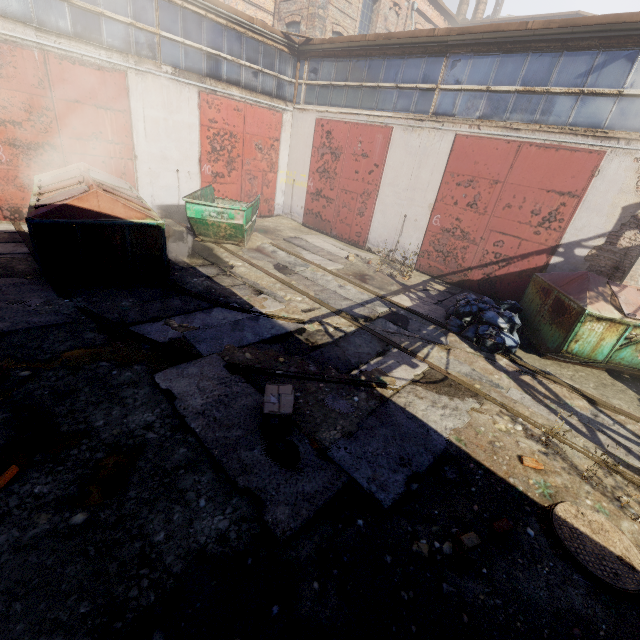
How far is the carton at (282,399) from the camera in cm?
380

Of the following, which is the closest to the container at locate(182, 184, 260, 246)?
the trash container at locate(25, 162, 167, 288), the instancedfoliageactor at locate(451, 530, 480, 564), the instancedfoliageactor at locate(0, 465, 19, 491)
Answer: the trash container at locate(25, 162, 167, 288)

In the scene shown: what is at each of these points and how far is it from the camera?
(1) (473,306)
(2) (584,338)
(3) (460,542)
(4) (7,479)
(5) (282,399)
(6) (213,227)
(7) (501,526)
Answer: (1) trash bag, 7.35m
(2) trash container, 6.50m
(3) instancedfoliageactor, 3.12m
(4) instancedfoliageactor, 3.04m
(5) carton, 3.99m
(6) container, 9.53m
(7) instancedfoliageactor, 3.41m

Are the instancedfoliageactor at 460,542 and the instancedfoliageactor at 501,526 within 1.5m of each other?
yes

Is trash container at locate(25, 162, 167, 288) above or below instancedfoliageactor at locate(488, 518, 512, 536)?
above

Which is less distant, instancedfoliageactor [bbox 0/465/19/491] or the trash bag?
instancedfoliageactor [bbox 0/465/19/491]

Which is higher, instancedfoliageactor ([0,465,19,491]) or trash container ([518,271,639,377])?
trash container ([518,271,639,377])

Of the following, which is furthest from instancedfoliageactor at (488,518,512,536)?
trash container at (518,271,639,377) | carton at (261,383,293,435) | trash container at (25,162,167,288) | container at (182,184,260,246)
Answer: container at (182,184,260,246)
